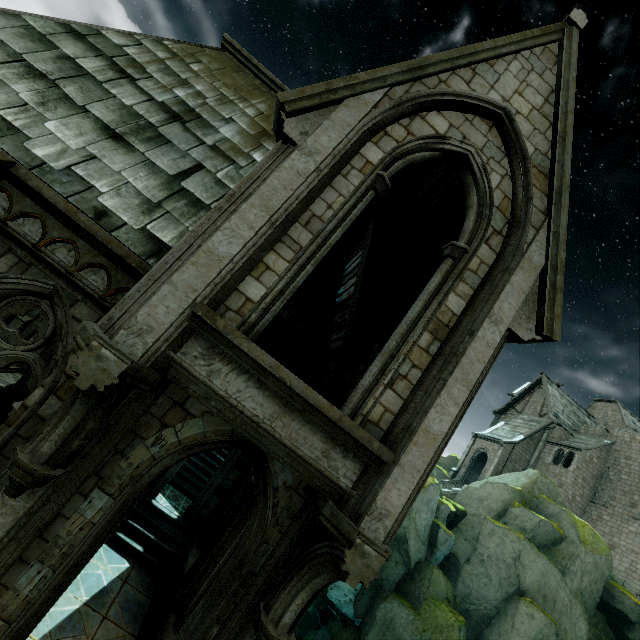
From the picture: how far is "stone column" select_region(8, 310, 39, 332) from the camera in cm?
1975

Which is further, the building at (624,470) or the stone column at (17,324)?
the building at (624,470)

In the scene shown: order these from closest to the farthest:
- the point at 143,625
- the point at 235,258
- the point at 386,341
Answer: the point at 235,258 → the point at 143,625 → the point at 386,341

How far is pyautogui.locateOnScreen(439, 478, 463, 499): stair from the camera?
30.2 meters

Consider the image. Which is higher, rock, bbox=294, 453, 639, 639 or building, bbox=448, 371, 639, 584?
building, bbox=448, 371, 639, 584

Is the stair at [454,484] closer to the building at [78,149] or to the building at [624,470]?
the building at [624,470]

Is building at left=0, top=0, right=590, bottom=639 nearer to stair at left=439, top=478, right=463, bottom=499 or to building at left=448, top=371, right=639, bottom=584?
stair at left=439, top=478, right=463, bottom=499

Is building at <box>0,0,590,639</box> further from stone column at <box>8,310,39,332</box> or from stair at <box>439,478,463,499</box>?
stair at <box>439,478,463,499</box>
